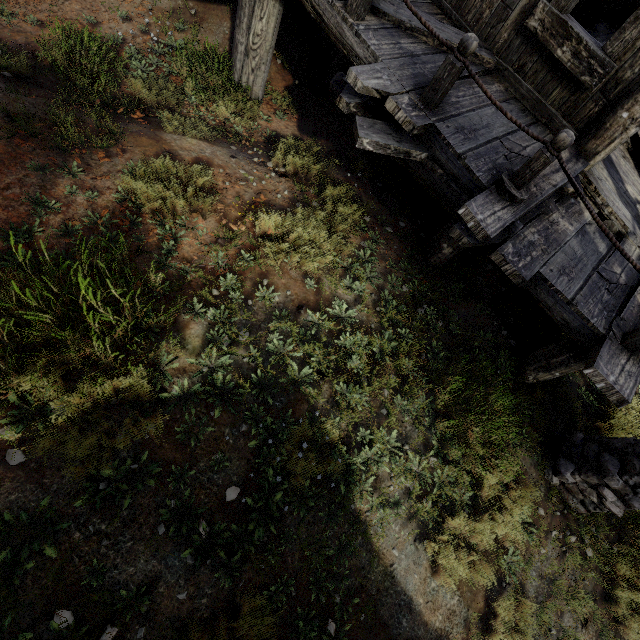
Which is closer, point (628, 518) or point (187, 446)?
point (187, 446)
